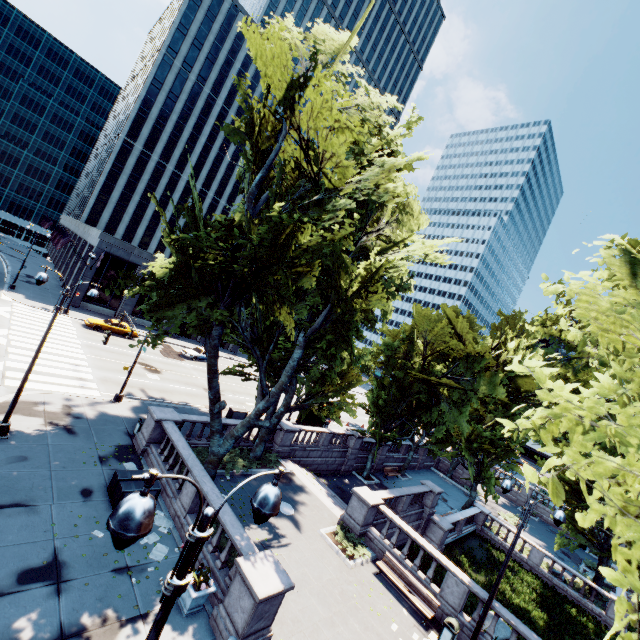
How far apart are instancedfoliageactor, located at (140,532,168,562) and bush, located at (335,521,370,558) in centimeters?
794cm

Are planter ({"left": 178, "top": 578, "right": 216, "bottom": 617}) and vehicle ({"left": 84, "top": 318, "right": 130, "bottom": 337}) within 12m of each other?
no

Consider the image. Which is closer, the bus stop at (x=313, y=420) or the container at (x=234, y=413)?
the container at (x=234, y=413)

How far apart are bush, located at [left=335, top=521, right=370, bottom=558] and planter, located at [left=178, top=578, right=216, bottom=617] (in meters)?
7.72

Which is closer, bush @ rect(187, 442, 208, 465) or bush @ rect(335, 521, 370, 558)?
bush @ rect(335, 521, 370, 558)

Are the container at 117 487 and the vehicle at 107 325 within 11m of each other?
no

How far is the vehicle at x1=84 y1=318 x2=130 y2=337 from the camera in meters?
33.9

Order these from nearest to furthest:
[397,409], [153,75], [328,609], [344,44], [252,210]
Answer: [328,609] < [252,210] < [344,44] < [397,409] < [153,75]
